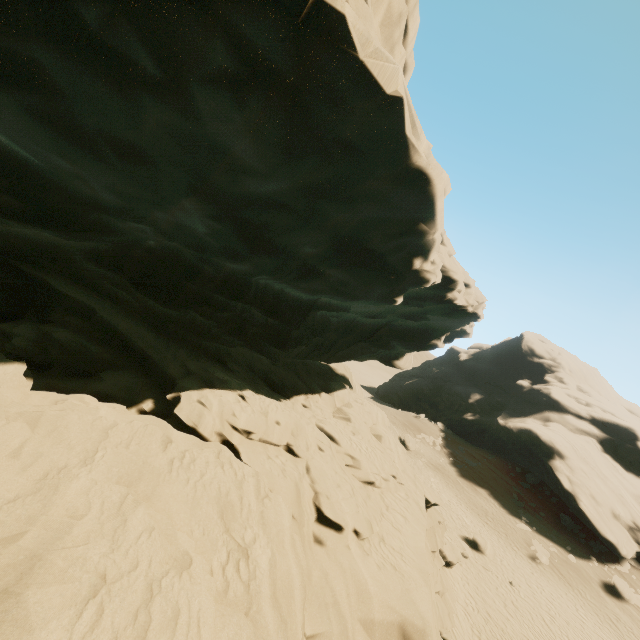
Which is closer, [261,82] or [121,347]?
[261,82]

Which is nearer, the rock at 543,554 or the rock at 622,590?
the rock at 622,590

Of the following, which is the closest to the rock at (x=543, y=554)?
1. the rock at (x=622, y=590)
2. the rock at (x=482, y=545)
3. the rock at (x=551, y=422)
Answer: the rock at (x=482, y=545)

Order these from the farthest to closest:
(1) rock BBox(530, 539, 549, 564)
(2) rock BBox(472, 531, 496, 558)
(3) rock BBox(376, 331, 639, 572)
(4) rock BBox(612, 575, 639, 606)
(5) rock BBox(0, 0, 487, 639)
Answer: (3) rock BBox(376, 331, 639, 572) → (1) rock BBox(530, 539, 549, 564) → (4) rock BBox(612, 575, 639, 606) → (2) rock BBox(472, 531, 496, 558) → (5) rock BBox(0, 0, 487, 639)

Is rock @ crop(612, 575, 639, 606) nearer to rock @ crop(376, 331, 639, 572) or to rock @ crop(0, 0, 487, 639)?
rock @ crop(376, 331, 639, 572)

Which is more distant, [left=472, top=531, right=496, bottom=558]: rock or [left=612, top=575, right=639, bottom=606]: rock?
[left=612, top=575, right=639, bottom=606]: rock

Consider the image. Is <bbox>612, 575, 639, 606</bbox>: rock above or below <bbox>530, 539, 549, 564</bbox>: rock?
above

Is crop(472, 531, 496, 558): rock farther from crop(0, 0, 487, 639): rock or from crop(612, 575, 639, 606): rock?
crop(612, 575, 639, 606): rock
